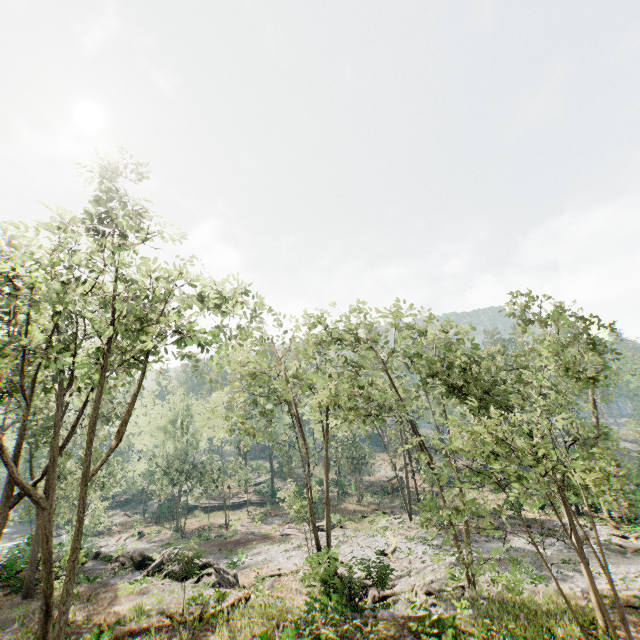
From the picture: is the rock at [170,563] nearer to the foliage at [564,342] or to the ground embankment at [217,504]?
the foliage at [564,342]

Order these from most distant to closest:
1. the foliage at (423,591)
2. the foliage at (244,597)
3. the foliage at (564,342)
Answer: the foliage at (423,591) → the foliage at (244,597) → the foliage at (564,342)

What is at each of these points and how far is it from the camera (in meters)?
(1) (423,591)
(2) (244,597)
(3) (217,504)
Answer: (1) foliage, 19.62
(2) foliage, 16.52
(3) ground embankment, 54.06

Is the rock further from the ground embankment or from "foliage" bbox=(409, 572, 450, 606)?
the ground embankment

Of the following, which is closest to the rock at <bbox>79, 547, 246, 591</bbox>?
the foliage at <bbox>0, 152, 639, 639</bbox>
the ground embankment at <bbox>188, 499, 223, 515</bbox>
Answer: the foliage at <bbox>0, 152, 639, 639</bbox>

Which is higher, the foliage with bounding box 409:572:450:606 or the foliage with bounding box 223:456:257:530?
the foliage with bounding box 223:456:257:530

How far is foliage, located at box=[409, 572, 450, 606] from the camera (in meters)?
18.72
